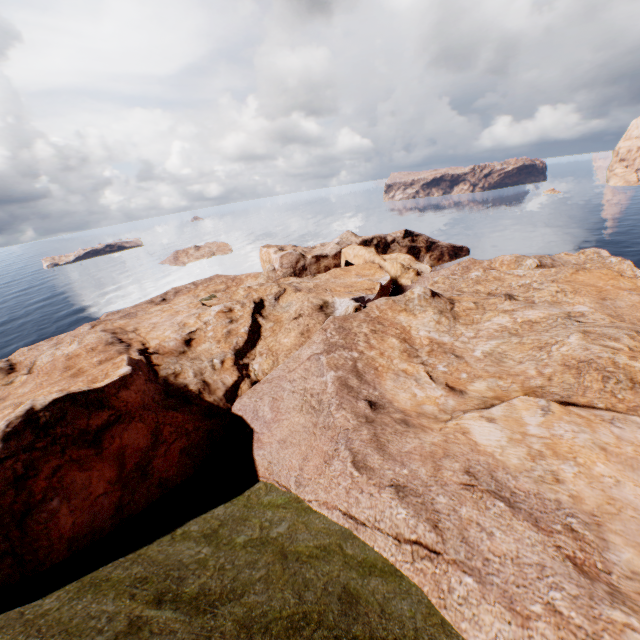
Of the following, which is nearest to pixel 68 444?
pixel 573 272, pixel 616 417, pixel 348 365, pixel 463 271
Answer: pixel 348 365
